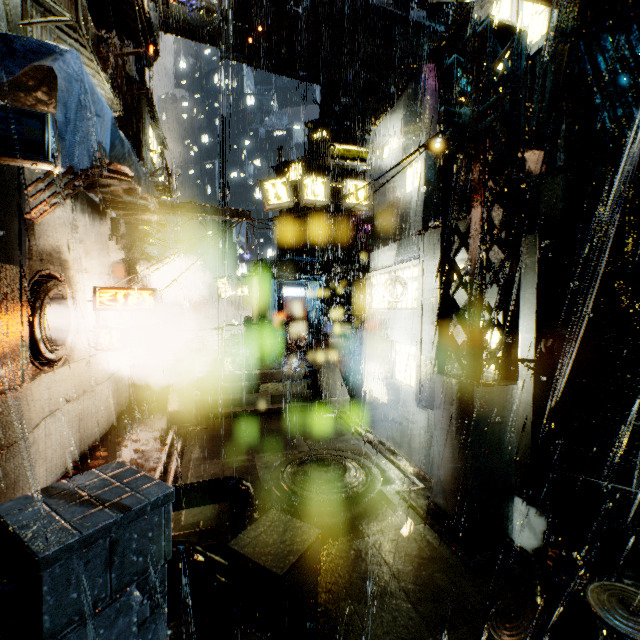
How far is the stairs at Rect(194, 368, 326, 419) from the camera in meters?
13.1

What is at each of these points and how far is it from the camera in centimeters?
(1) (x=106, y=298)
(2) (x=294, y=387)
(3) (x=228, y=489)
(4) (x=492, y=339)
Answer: (1) sign, 1083cm
(2) stairs, 1480cm
(3) pipe, 558cm
(4) building, 848cm

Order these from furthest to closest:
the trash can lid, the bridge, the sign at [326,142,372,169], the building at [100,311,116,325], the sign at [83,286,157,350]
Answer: the sign at [326,142,372,169]
the building at [100,311,116,325]
the sign at [83,286,157,350]
the trash can lid
the bridge

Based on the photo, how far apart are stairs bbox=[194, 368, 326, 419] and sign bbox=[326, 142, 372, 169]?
10.19m

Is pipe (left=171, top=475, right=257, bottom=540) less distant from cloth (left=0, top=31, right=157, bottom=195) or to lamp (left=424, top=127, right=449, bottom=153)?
cloth (left=0, top=31, right=157, bottom=195)

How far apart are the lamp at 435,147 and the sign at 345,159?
10.19m

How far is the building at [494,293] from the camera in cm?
800

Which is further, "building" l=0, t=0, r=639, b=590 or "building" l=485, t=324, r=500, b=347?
"building" l=485, t=324, r=500, b=347
